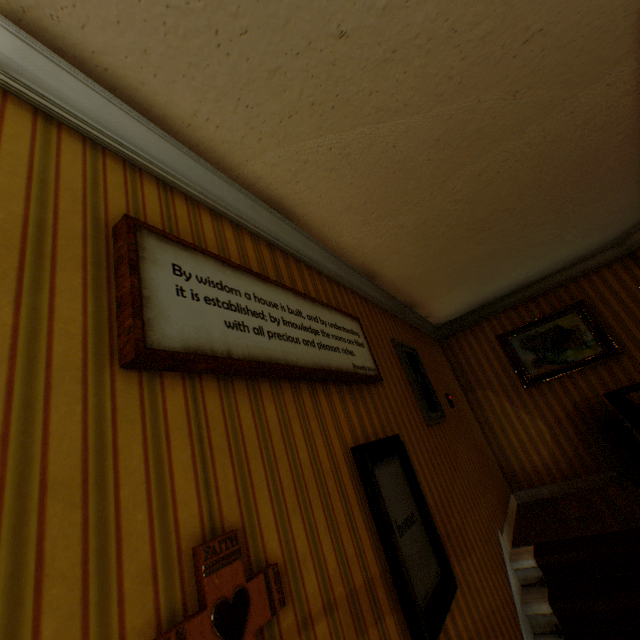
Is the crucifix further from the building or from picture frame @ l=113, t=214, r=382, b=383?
picture frame @ l=113, t=214, r=382, b=383

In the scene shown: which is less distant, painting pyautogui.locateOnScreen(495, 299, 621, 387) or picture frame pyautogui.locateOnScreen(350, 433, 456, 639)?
picture frame pyautogui.locateOnScreen(350, 433, 456, 639)

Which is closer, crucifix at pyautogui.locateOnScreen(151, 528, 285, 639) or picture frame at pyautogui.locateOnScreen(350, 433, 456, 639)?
crucifix at pyautogui.locateOnScreen(151, 528, 285, 639)

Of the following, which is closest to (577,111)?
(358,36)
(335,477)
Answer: (358,36)

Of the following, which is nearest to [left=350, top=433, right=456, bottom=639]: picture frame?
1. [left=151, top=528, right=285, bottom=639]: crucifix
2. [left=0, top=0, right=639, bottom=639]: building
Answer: [left=0, top=0, right=639, bottom=639]: building

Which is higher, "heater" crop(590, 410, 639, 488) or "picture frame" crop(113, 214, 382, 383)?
"picture frame" crop(113, 214, 382, 383)

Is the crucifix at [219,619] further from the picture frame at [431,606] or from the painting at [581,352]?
the painting at [581,352]

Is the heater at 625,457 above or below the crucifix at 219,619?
below
